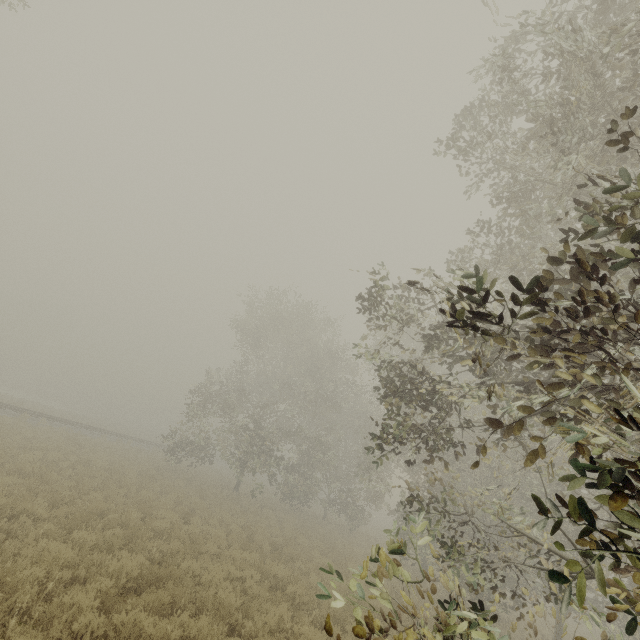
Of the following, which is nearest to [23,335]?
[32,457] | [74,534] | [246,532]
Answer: [32,457]

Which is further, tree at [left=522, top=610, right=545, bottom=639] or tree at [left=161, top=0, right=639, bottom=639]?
tree at [left=522, top=610, right=545, bottom=639]

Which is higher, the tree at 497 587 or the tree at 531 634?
the tree at 497 587

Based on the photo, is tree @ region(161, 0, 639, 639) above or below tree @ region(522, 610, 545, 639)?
above

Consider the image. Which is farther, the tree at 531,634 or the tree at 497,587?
the tree at 531,634
